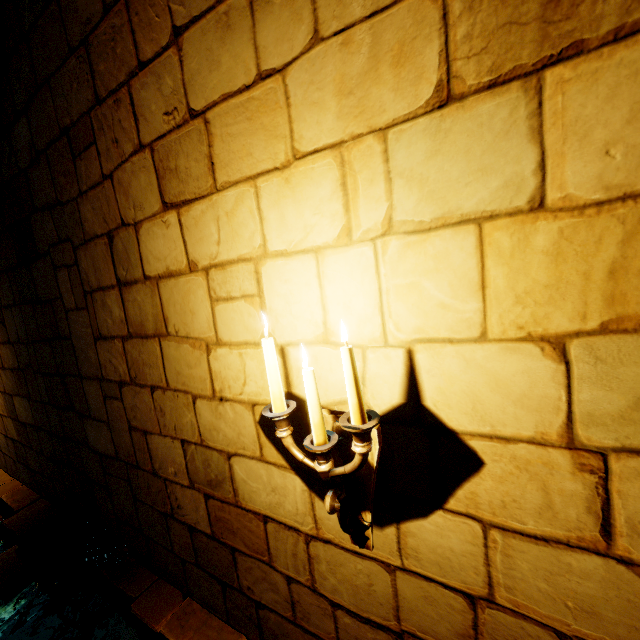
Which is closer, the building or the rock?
the building

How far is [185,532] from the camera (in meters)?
2.23

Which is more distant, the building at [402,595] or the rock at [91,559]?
the rock at [91,559]

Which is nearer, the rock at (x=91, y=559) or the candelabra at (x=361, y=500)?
the candelabra at (x=361, y=500)

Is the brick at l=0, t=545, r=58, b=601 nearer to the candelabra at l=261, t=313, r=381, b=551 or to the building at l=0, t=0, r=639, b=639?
the building at l=0, t=0, r=639, b=639

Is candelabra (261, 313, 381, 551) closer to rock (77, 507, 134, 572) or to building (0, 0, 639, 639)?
building (0, 0, 639, 639)

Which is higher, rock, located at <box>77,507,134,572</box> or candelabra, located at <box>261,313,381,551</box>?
candelabra, located at <box>261,313,381,551</box>

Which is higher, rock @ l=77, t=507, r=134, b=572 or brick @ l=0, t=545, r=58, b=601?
rock @ l=77, t=507, r=134, b=572
